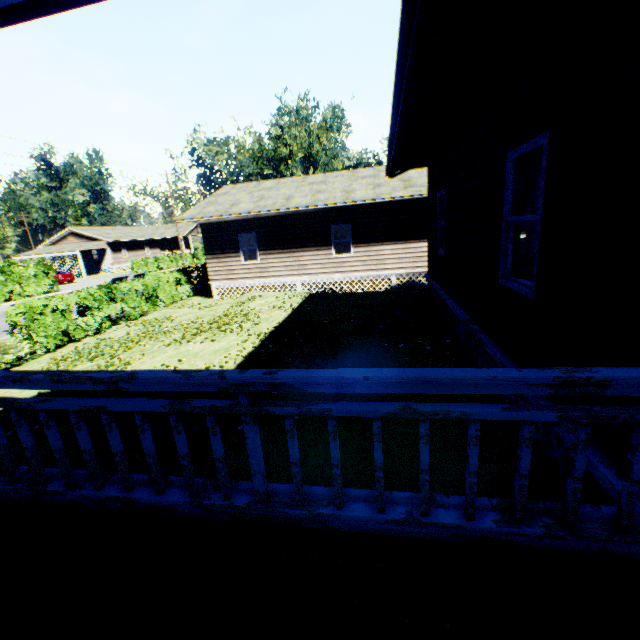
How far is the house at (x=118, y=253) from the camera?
45.2m

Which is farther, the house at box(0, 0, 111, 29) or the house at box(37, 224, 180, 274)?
the house at box(37, 224, 180, 274)

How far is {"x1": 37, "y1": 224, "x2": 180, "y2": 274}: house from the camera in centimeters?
4516cm

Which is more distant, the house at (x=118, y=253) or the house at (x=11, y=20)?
the house at (x=118, y=253)

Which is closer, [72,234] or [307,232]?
[307,232]
